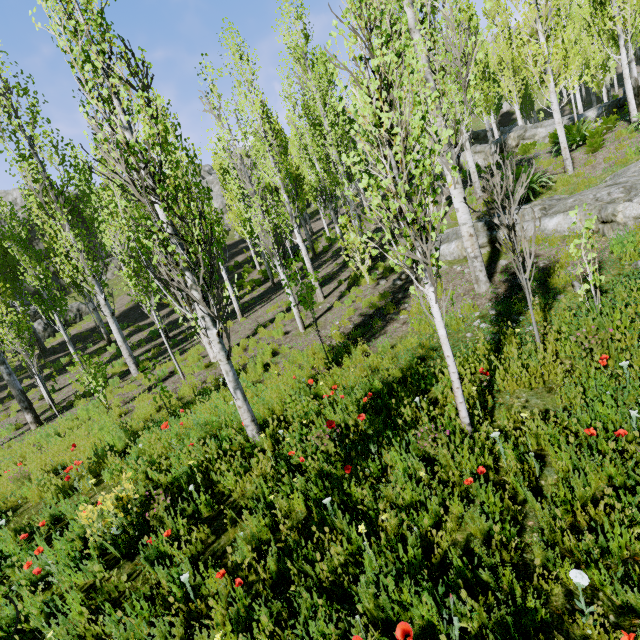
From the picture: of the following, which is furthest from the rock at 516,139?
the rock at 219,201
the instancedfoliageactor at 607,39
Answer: the rock at 219,201

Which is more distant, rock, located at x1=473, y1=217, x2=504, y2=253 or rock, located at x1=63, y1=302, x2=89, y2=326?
rock, located at x1=63, y1=302, x2=89, y2=326

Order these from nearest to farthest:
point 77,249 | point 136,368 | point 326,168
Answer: point 77,249
point 136,368
point 326,168

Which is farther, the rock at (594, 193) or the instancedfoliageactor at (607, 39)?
the rock at (594, 193)

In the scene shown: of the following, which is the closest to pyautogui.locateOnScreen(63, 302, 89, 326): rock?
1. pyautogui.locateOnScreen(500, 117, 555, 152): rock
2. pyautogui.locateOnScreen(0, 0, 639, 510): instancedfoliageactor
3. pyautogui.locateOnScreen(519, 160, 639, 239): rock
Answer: pyautogui.locateOnScreen(0, 0, 639, 510): instancedfoliageactor

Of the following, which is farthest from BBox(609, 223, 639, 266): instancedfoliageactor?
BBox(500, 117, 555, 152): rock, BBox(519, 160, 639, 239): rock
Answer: BBox(519, 160, 639, 239): rock

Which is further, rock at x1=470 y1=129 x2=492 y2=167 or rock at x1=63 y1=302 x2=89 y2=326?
rock at x1=63 y1=302 x2=89 y2=326

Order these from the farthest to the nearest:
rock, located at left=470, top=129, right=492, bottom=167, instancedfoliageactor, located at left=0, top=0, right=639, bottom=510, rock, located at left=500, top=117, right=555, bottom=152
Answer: rock, located at left=470, top=129, right=492, bottom=167, rock, located at left=500, top=117, right=555, bottom=152, instancedfoliageactor, located at left=0, top=0, right=639, bottom=510
